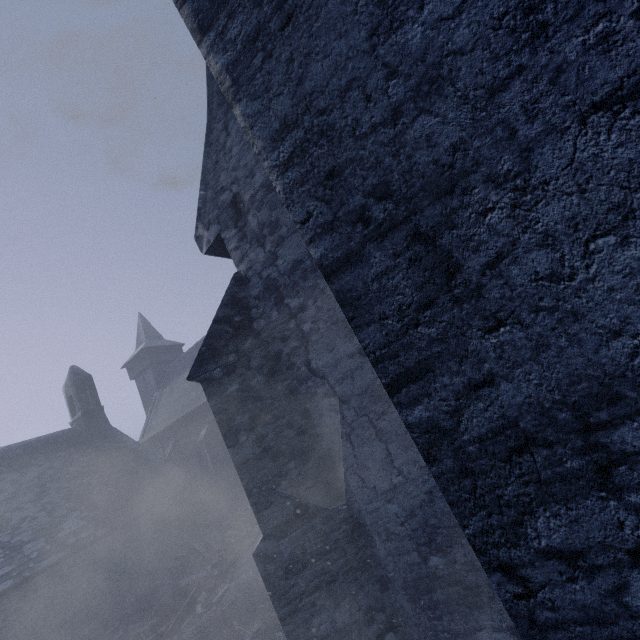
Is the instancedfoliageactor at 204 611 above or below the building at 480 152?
below

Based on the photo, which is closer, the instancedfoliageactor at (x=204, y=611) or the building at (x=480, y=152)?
the building at (x=480, y=152)

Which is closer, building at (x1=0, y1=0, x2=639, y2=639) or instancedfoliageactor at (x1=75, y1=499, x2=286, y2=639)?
building at (x1=0, y1=0, x2=639, y2=639)

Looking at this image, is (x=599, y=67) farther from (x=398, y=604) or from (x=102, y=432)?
(x=102, y=432)

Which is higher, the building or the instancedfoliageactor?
the building
